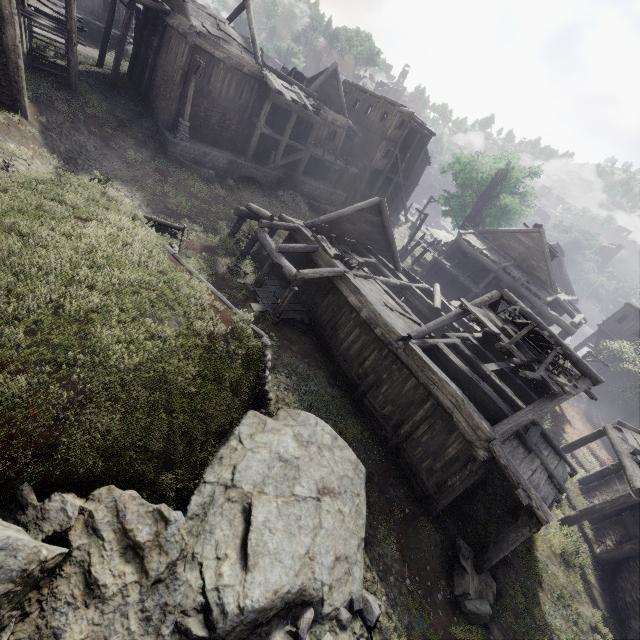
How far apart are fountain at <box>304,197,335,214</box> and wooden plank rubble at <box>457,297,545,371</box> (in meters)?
17.81

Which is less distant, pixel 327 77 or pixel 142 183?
pixel 142 183

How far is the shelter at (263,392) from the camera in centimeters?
973cm

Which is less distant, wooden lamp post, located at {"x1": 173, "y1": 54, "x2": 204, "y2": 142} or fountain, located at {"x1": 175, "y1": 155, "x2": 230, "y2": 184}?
wooden lamp post, located at {"x1": 173, "y1": 54, "x2": 204, "y2": 142}

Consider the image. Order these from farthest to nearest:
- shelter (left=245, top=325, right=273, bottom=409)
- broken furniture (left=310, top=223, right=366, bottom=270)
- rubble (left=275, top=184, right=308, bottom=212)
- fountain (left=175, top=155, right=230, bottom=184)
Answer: rubble (left=275, top=184, right=308, bottom=212), fountain (left=175, top=155, right=230, bottom=184), broken furniture (left=310, top=223, right=366, bottom=270), shelter (left=245, top=325, right=273, bottom=409)

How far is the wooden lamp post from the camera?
18.8m

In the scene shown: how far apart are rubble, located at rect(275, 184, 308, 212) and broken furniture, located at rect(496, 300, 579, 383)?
18.2m

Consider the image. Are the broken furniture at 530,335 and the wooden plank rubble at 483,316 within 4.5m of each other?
yes
